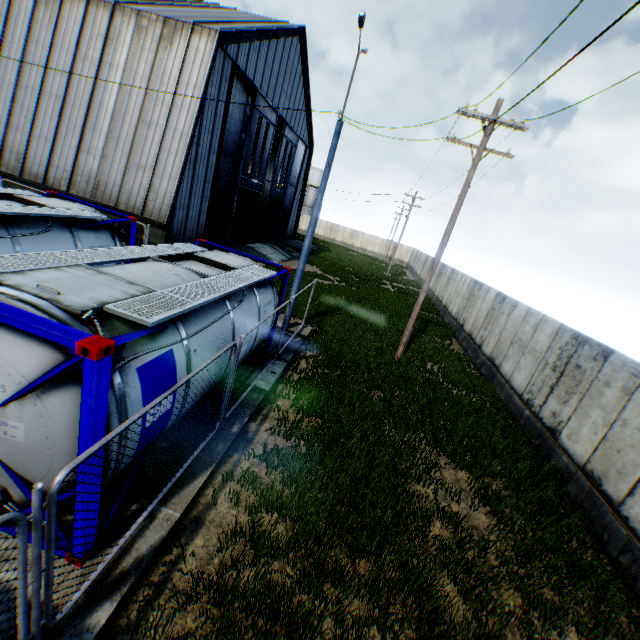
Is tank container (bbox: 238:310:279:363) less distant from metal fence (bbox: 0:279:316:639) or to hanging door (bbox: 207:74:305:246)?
metal fence (bbox: 0:279:316:639)

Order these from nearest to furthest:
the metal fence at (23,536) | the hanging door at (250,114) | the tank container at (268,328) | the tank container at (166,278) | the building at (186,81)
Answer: the metal fence at (23,536), the tank container at (166,278), the tank container at (268,328), the building at (186,81), the hanging door at (250,114)

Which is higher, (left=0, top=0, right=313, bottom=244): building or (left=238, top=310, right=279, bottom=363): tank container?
(left=0, top=0, right=313, bottom=244): building

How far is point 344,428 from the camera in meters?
7.9

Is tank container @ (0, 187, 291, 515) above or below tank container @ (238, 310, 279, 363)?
above

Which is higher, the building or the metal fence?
the building

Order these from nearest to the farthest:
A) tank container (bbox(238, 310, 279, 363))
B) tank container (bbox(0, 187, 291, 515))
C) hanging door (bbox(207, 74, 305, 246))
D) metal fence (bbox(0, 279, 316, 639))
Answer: metal fence (bbox(0, 279, 316, 639)), tank container (bbox(0, 187, 291, 515)), tank container (bbox(238, 310, 279, 363)), hanging door (bbox(207, 74, 305, 246))

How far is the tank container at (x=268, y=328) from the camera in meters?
7.8
